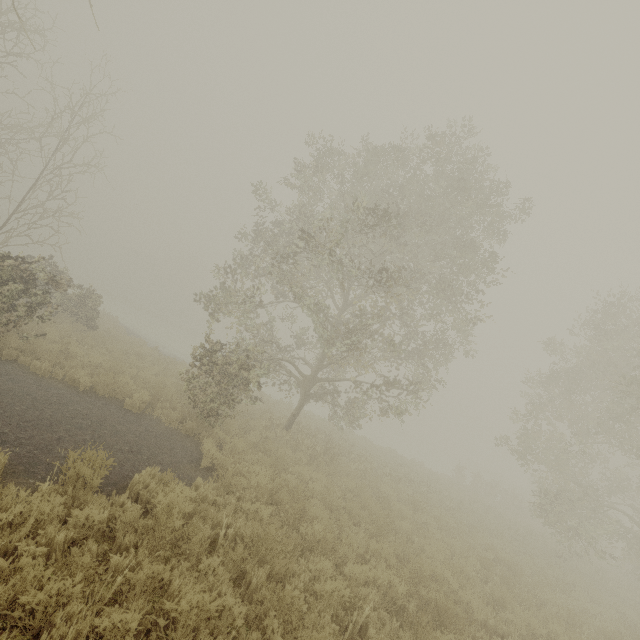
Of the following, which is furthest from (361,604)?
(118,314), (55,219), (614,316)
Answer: (118,314)

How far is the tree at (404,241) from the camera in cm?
1077

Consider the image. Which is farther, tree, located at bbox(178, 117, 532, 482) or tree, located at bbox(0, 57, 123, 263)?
tree, located at bbox(0, 57, 123, 263)

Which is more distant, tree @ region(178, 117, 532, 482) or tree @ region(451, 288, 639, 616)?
tree @ region(451, 288, 639, 616)

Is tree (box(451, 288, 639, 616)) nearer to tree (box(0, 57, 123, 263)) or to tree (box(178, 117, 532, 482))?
tree (box(178, 117, 532, 482))

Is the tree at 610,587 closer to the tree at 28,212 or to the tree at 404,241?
the tree at 404,241

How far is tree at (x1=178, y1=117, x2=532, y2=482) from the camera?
10.8m
